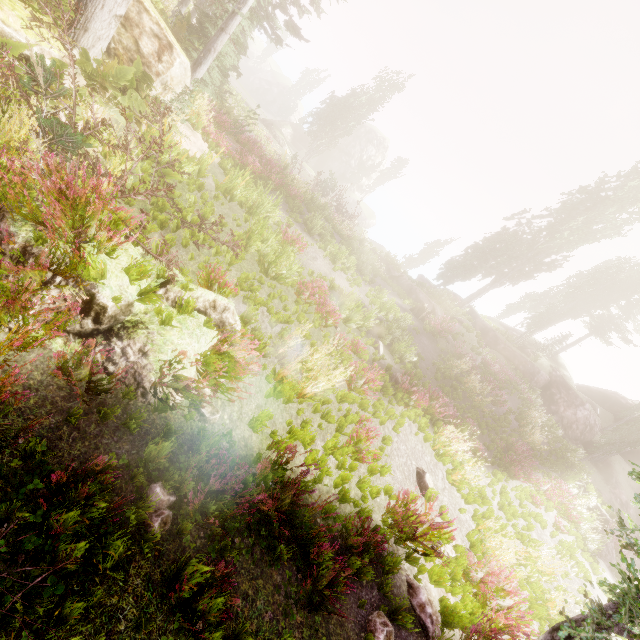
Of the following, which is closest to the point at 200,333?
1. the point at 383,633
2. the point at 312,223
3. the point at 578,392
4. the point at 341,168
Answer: the point at 383,633

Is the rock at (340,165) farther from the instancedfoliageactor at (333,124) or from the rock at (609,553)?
the rock at (609,553)

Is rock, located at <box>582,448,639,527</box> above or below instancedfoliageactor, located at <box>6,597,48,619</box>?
above

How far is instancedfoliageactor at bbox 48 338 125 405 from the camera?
3.54m

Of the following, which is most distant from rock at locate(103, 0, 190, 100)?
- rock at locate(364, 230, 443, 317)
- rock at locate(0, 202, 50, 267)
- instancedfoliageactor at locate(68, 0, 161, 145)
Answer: rock at locate(364, 230, 443, 317)

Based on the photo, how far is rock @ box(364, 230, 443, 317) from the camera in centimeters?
2500cm

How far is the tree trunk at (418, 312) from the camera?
20.4 meters

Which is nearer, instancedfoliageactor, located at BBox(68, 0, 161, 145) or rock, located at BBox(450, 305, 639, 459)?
instancedfoliageactor, located at BBox(68, 0, 161, 145)
